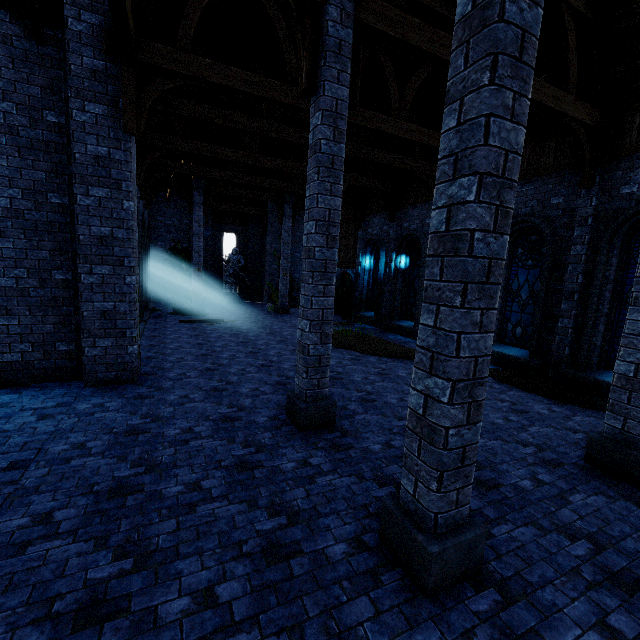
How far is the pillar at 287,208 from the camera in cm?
1883

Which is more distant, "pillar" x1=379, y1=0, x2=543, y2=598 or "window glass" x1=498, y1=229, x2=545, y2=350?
"window glass" x1=498, y1=229, x2=545, y2=350

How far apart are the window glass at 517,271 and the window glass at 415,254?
3.5 meters

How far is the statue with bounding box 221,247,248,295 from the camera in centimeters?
2328cm

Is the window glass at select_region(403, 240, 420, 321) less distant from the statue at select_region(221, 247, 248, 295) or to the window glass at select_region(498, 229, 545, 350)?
the window glass at select_region(498, 229, 545, 350)

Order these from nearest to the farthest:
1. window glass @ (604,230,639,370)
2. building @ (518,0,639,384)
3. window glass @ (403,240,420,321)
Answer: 1. building @ (518,0,639,384)
2. window glass @ (604,230,639,370)
3. window glass @ (403,240,420,321)

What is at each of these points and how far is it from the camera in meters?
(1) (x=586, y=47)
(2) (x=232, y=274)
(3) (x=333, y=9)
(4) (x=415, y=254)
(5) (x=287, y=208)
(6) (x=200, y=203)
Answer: (1) building, 7.4 m
(2) statue, 23.4 m
(3) pillar, 4.7 m
(4) window glass, 14.7 m
(5) pillar, 18.9 m
(6) pillar, 16.9 m

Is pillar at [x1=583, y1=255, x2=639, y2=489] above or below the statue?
below
